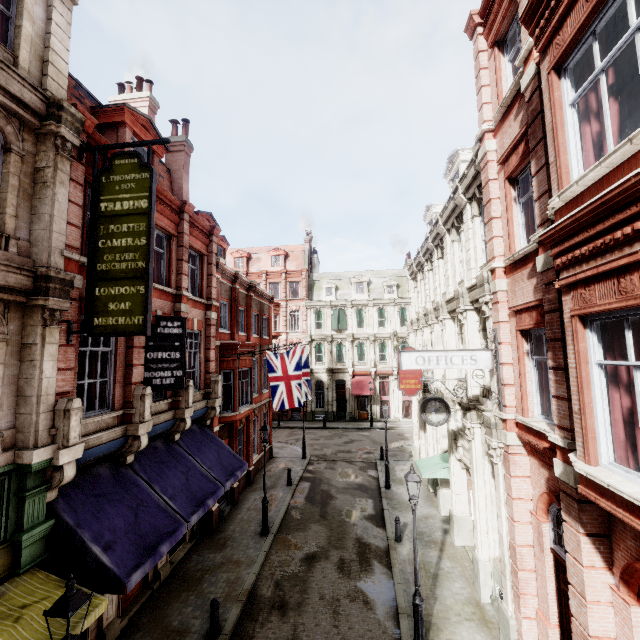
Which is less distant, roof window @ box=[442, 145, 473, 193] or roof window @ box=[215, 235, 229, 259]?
roof window @ box=[442, 145, 473, 193]

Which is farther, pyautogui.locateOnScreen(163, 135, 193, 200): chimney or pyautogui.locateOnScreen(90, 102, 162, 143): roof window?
pyautogui.locateOnScreen(163, 135, 193, 200): chimney

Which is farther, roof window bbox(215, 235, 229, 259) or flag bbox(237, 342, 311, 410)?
roof window bbox(215, 235, 229, 259)

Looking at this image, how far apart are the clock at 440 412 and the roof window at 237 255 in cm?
3373

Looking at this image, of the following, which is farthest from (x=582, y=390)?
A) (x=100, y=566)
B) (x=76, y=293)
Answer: (x=76, y=293)

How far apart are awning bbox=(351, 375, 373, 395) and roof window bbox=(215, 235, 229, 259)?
20.2m

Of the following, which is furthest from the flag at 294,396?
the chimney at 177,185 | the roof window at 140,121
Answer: the roof window at 140,121

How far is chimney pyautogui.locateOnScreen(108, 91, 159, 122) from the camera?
16.3 meters
